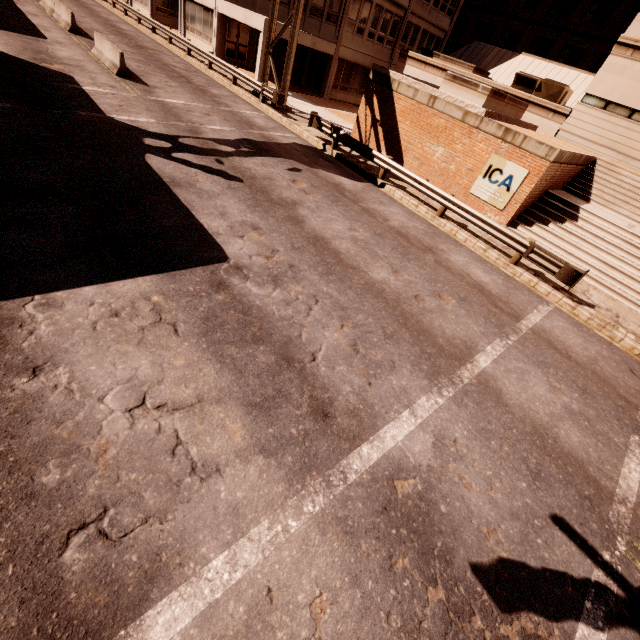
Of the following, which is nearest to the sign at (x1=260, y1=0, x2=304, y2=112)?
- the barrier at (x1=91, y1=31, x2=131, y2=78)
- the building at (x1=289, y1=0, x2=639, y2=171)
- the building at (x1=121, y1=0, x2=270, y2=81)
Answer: the building at (x1=121, y1=0, x2=270, y2=81)

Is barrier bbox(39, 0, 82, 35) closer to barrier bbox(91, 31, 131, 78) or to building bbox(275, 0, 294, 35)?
barrier bbox(91, 31, 131, 78)

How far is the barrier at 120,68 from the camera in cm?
1531

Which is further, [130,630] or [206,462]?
[206,462]

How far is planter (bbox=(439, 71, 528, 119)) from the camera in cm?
1450

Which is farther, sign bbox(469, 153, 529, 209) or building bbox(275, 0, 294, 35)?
building bbox(275, 0, 294, 35)

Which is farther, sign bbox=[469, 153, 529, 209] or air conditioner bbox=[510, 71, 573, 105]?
air conditioner bbox=[510, 71, 573, 105]

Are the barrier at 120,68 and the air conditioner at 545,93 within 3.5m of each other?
no
